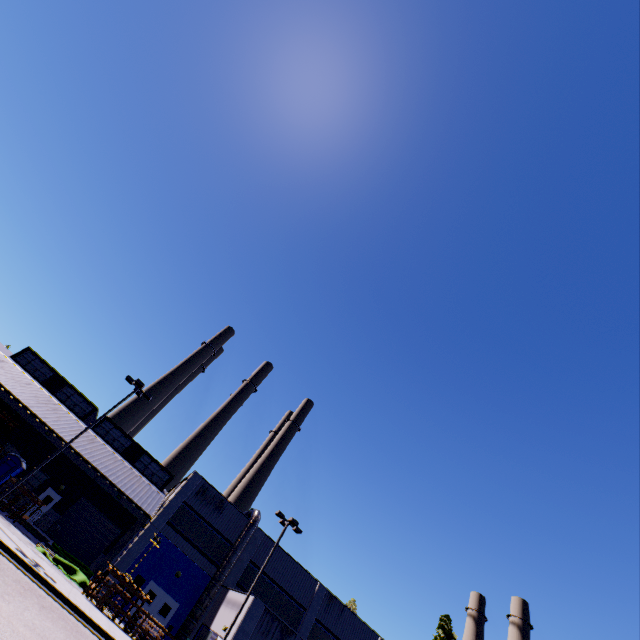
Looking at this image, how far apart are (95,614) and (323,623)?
21.9m

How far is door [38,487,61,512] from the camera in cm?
2944

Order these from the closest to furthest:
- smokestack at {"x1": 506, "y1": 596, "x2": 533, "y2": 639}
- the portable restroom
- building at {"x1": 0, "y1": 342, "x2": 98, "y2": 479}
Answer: the portable restroom → building at {"x1": 0, "y1": 342, "x2": 98, "y2": 479} → smokestack at {"x1": 506, "y1": 596, "x2": 533, "y2": 639}

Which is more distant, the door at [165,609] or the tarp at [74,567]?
the door at [165,609]

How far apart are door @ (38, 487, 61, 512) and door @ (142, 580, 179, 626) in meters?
12.6 m

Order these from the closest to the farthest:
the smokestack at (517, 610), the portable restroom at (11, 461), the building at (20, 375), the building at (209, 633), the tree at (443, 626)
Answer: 1. the building at (209, 633)
2. the portable restroom at (11, 461)
3. the building at (20, 375)
4. the tree at (443, 626)
5. the smokestack at (517, 610)

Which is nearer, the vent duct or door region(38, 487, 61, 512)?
the vent duct

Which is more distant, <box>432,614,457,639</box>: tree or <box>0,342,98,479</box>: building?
<box>432,614,457,639</box>: tree
